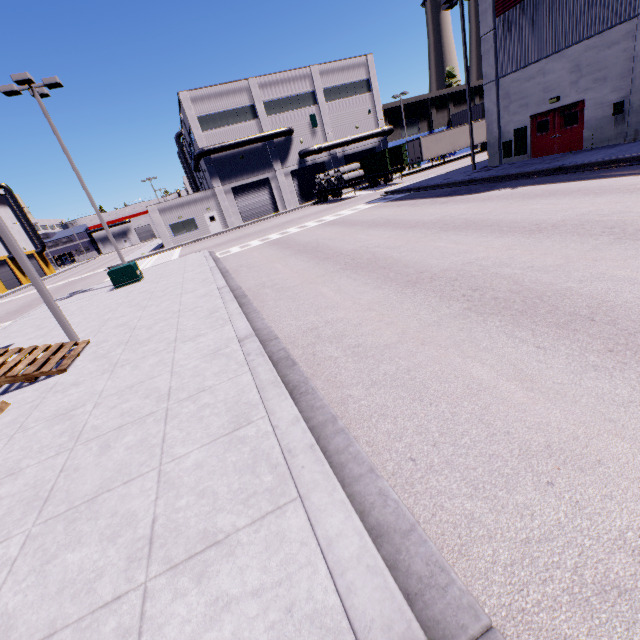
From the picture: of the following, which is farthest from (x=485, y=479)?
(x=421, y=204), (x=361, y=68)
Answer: (x=361, y=68)

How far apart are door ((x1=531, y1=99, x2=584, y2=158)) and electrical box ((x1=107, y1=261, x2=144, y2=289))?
24.2 meters

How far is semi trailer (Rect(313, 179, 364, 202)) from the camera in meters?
33.7

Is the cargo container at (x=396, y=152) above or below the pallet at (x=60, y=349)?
above

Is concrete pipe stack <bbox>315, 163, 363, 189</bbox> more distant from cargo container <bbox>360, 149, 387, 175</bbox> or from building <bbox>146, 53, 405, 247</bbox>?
cargo container <bbox>360, 149, 387, 175</bbox>

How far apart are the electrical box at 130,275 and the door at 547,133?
24.2m

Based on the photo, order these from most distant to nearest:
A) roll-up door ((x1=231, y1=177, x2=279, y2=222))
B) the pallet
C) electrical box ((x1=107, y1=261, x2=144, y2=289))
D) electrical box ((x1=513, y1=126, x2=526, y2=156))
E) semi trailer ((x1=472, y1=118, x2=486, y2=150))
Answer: semi trailer ((x1=472, y1=118, x2=486, y2=150)) < roll-up door ((x1=231, y1=177, x2=279, y2=222)) < electrical box ((x1=513, y1=126, x2=526, y2=156)) < electrical box ((x1=107, y1=261, x2=144, y2=289)) < the pallet

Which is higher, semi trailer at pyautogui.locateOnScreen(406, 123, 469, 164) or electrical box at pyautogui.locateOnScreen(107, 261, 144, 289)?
semi trailer at pyautogui.locateOnScreen(406, 123, 469, 164)
